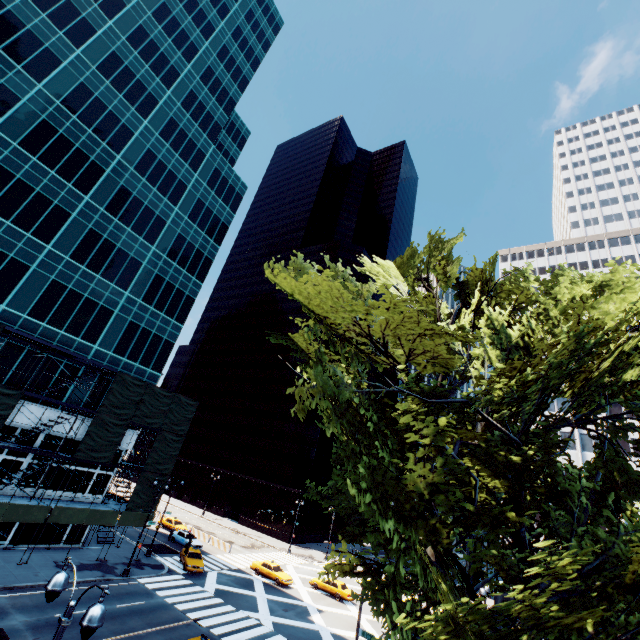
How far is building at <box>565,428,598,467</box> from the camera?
46.3 meters

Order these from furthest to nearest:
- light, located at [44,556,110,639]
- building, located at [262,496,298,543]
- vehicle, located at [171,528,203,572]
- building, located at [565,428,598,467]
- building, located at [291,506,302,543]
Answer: building, located at [291,506,302,543] < building, located at [262,496,298,543] < building, located at [565,428,598,467] < vehicle, located at [171,528,203,572] < light, located at [44,556,110,639]

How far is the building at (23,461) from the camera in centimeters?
2748cm

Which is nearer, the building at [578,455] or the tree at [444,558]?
the tree at [444,558]

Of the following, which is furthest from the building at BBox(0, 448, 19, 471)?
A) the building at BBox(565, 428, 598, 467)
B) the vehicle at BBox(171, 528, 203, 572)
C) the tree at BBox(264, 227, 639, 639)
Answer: the building at BBox(565, 428, 598, 467)

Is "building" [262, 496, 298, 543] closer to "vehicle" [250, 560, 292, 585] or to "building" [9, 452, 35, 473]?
"vehicle" [250, 560, 292, 585]

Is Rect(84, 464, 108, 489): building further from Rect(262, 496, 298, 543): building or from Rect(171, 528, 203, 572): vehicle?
Rect(262, 496, 298, 543): building

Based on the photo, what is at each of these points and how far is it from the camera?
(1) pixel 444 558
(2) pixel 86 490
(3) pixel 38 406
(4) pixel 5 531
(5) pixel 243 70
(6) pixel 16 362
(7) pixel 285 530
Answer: (1) tree, 8.2 meters
(2) building, 31.8 meters
(3) building, 28.8 meters
(4) building, 26.8 meters
(5) building, 54.7 meters
(6) building, 28.0 meters
(7) building, 58.0 meters
